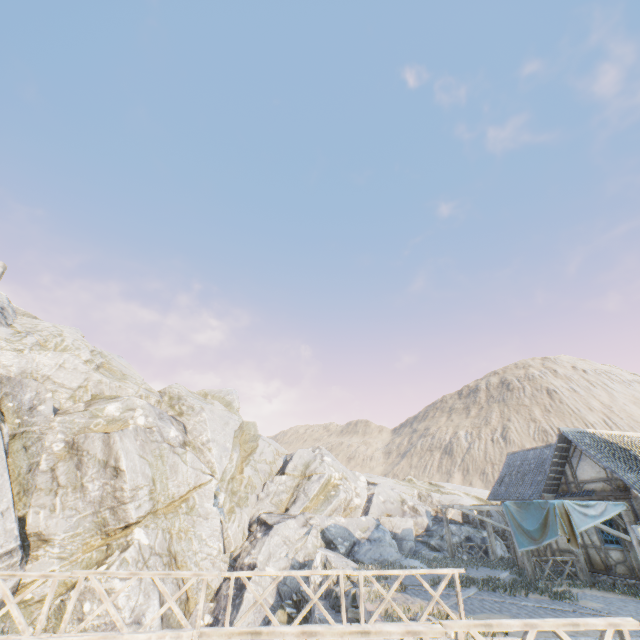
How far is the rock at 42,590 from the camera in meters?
13.2 m

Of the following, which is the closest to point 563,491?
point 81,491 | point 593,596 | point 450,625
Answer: point 593,596

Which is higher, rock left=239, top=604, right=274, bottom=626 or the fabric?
the fabric

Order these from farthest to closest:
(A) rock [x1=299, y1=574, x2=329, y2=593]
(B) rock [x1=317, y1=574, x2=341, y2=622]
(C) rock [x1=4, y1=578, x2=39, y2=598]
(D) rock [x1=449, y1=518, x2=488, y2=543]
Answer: (D) rock [x1=449, y1=518, x2=488, y2=543], (A) rock [x1=299, y1=574, x2=329, y2=593], (C) rock [x1=4, y1=578, x2=39, y2=598], (B) rock [x1=317, y1=574, x2=341, y2=622]

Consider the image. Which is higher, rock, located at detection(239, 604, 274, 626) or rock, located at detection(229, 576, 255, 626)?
rock, located at detection(229, 576, 255, 626)

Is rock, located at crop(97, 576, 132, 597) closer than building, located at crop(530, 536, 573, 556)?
Yes

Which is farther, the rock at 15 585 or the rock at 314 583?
the rock at 314 583

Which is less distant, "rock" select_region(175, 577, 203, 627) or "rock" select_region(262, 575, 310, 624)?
"rock" select_region(262, 575, 310, 624)
